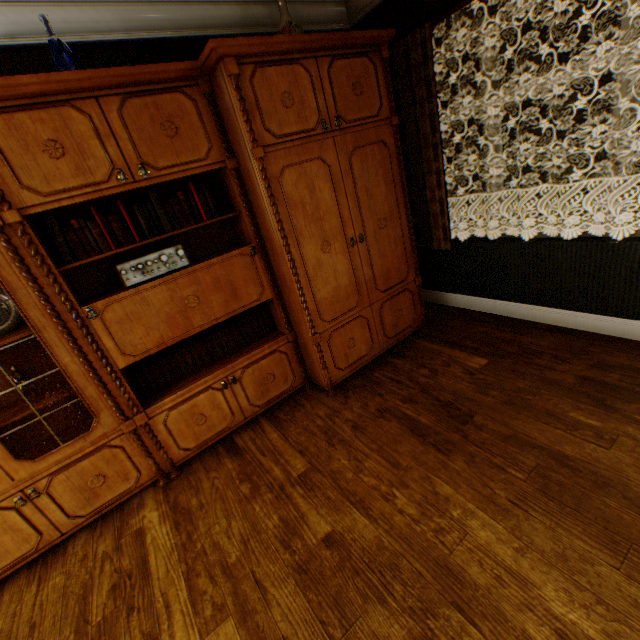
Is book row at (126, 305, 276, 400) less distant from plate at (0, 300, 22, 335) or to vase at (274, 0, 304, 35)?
plate at (0, 300, 22, 335)

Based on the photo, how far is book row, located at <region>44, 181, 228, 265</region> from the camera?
1.95m

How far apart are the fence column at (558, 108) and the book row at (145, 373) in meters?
18.8 m

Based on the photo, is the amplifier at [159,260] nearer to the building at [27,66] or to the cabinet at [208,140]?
the cabinet at [208,140]

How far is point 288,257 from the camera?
2.4m

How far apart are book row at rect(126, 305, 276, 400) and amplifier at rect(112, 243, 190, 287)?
0.6 meters

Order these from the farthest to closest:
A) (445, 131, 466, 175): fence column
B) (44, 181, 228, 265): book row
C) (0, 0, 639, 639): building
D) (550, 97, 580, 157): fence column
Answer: (445, 131, 466, 175): fence column
(550, 97, 580, 157): fence column
(44, 181, 228, 265): book row
(0, 0, 639, 639): building

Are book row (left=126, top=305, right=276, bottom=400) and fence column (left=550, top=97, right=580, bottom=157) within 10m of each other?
no
